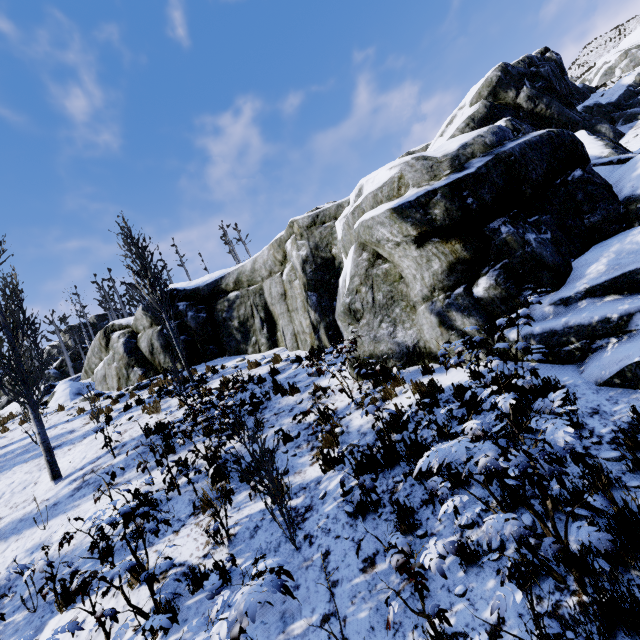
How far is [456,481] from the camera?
4.04m

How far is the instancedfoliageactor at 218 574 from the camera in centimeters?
289cm

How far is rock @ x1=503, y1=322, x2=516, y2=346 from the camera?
6.00m

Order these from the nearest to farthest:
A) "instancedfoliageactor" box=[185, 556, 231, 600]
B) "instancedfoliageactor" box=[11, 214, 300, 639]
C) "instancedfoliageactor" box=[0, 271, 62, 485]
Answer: "instancedfoliageactor" box=[185, 556, 231, 600] → "instancedfoliageactor" box=[11, 214, 300, 639] → "instancedfoliageactor" box=[0, 271, 62, 485]

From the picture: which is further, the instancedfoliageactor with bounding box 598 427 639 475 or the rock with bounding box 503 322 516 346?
the rock with bounding box 503 322 516 346

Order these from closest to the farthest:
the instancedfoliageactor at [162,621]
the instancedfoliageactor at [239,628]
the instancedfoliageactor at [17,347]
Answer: the instancedfoliageactor at [239,628] → the instancedfoliageactor at [162,621] → the instancedfoliageactor at [17,347]
